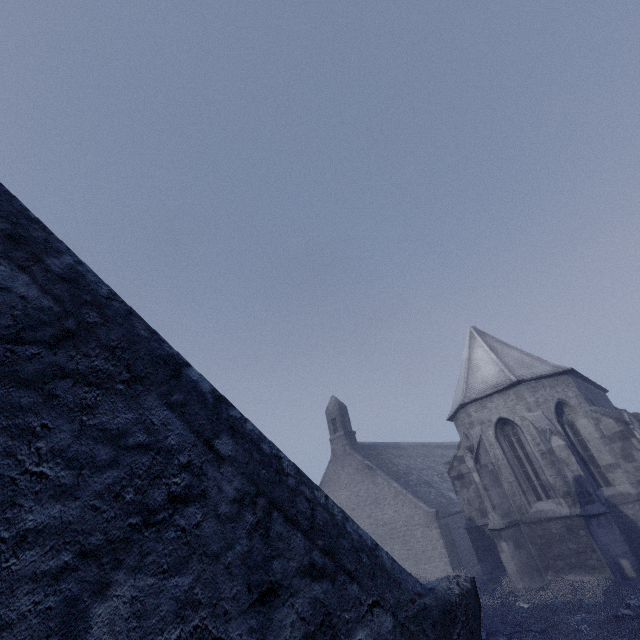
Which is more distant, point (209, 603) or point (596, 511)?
point (596, 511)
